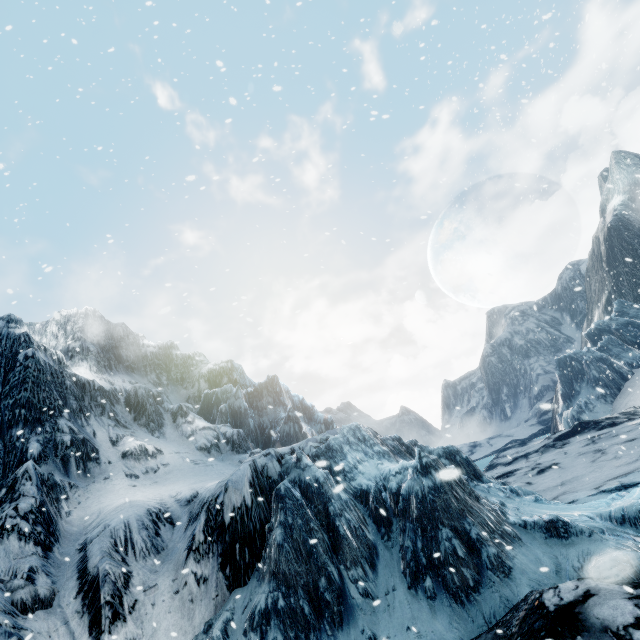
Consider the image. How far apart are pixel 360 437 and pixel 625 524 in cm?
706
